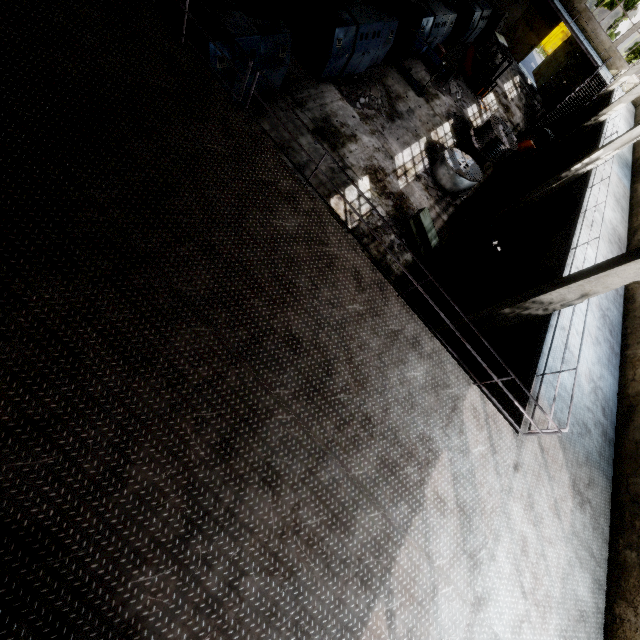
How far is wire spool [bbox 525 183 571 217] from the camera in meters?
17.0

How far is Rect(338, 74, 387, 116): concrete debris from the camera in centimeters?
1353cm

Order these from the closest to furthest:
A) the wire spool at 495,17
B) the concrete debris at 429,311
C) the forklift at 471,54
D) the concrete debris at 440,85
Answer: the concrete debris at 429,311 < the concrete debris at 440,85 < the forklift at 471,54 < the wire spool at 495,17

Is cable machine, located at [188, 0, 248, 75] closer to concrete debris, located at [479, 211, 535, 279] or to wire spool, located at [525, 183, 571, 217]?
concrete debris, located at [479, 211, 535, 279]

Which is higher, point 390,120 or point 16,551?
point 16,551

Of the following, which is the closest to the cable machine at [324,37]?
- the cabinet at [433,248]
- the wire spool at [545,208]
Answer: the cabinet at [433,248]

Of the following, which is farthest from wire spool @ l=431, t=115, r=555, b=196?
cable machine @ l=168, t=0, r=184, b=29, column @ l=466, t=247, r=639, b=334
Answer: column @ l=466, t=247, r=639, b=334

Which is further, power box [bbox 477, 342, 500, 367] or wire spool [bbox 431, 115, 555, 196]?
wire spool [bbox 431, 115, 555, 196]
